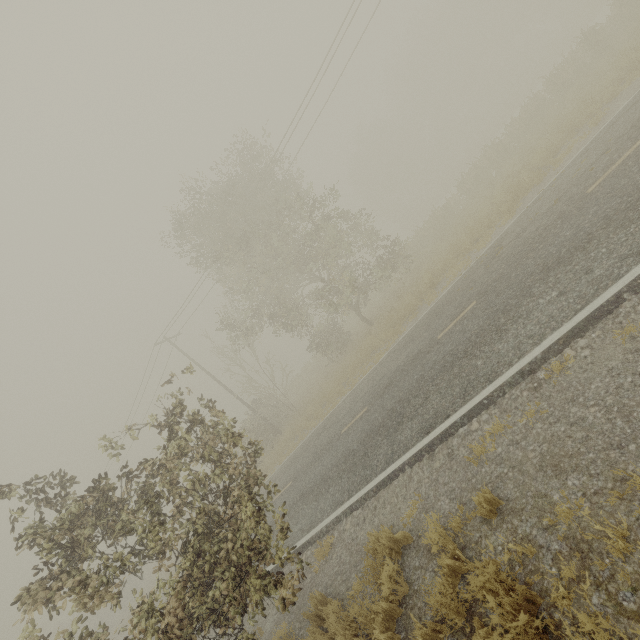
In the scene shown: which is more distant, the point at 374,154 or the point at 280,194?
the point at 374,154
